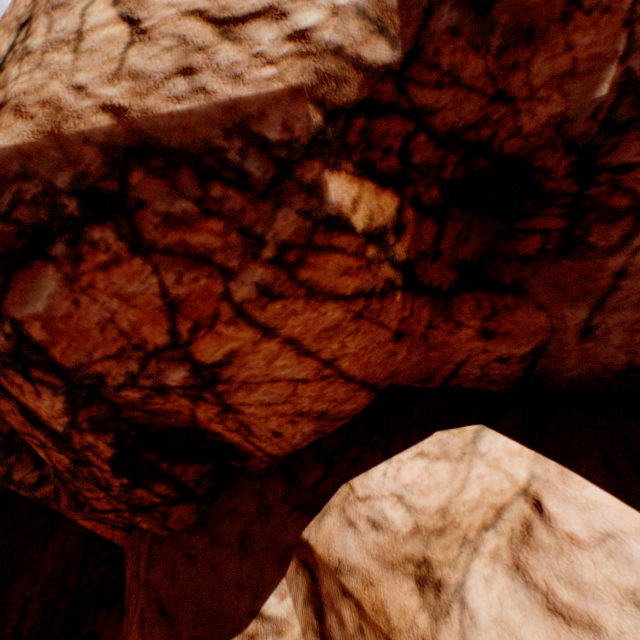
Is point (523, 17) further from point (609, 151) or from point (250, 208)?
point (250, 208)
